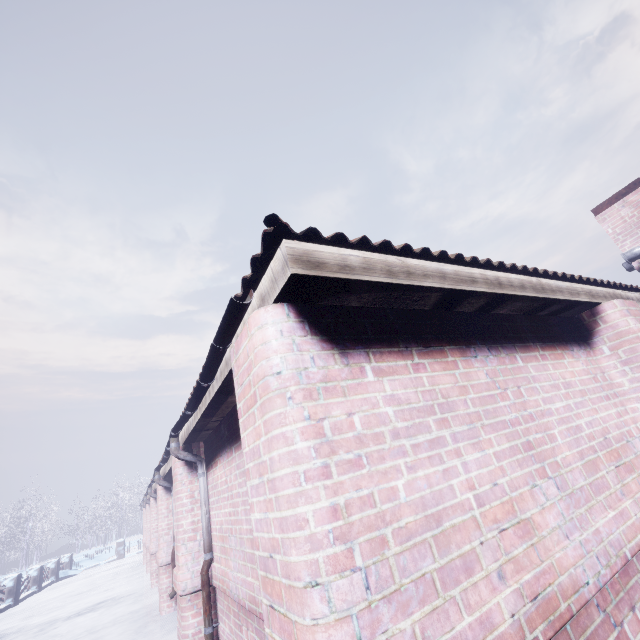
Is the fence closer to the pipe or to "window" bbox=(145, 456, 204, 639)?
"window" bbox=(145, 456, 204, 639)

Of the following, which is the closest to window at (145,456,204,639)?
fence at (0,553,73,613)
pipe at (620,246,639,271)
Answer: fence at (0,553,73,613)

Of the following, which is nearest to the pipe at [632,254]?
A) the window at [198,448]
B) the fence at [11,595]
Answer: the window at [198,448]

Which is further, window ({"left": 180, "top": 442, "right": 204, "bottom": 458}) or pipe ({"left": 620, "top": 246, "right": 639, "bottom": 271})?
pipe ({"left": 620, "top": 246, "right": 639, "bottom": 271})

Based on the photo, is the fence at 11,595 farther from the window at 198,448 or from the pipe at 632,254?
the pipe at 632,254

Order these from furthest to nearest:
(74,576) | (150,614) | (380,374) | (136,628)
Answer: (74,576), (150,614), (136,628), (380,374)

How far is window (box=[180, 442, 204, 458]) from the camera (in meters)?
3.93
